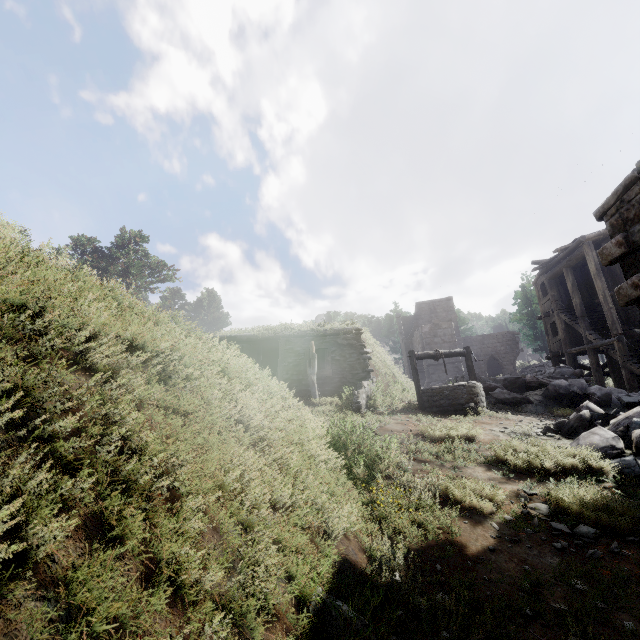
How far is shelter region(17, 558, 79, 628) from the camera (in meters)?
1.18

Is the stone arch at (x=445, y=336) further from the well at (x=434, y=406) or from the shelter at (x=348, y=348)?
the well at (x=434, y=406)

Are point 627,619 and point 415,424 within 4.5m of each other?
no

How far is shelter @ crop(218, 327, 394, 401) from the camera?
12.61m

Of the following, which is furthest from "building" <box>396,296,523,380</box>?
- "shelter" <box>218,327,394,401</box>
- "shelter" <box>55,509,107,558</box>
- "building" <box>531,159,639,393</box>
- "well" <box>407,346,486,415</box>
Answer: "shelter" <box>55,509,107,558</box>

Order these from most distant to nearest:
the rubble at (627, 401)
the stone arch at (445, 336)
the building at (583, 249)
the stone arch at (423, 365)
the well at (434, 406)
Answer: the stone arch at (445, 336)
the stone arch at (423, 365)
the well at (434, 406)
the building at (583, 249)
the rubble at (627, 401)

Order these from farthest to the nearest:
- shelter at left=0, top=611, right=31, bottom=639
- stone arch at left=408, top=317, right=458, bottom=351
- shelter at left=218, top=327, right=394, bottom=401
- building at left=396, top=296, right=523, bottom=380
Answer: building at left=396, top=296, right=523, bottom=380, stone arch at left=408, top=317, right=458, bottom=351, shelter at left=218, top=327, right=394, bottom=401, shelter at left=0, top=611, right=31, bottom=639

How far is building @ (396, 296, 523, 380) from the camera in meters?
34.0
